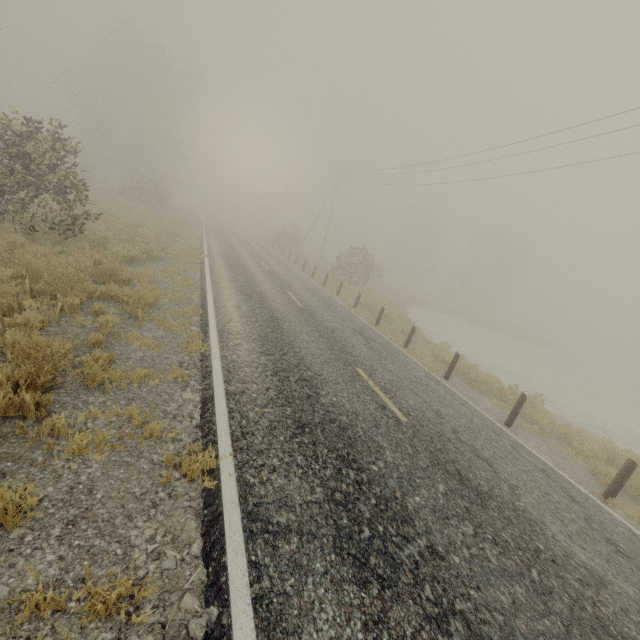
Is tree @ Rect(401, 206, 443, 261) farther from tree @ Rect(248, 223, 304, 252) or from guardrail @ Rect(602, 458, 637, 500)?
guardrail @ Rect(602, 458, 637, 500)

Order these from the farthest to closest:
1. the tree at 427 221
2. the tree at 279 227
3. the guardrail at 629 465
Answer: the tree at 427 221
the tree at 279 227
the guardrail at 629 465

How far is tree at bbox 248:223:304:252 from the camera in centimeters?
4044cm

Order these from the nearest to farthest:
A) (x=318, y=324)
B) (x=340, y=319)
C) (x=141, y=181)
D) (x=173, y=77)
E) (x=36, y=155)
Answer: (x=36, y=155) → (x=318, y=324) → (x=340, y=319) → (x=141, y=181) → (x=173, y=77)

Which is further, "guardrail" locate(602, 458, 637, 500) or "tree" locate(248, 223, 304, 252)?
"tree" locate(248, 223, 304, 252)

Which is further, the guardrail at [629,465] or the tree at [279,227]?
the tree at [279,227]

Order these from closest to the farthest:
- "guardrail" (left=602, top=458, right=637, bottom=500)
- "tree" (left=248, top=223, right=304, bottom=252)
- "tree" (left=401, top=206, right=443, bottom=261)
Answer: "guardrail" (left=602, top=458, right=637, bottom=500), "tree" (left=248, top=223, right=304, bottom=252), "tree" (left=401, top=206, right=443, bottom=261)

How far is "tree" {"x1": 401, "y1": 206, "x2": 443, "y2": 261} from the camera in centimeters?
5781cm
